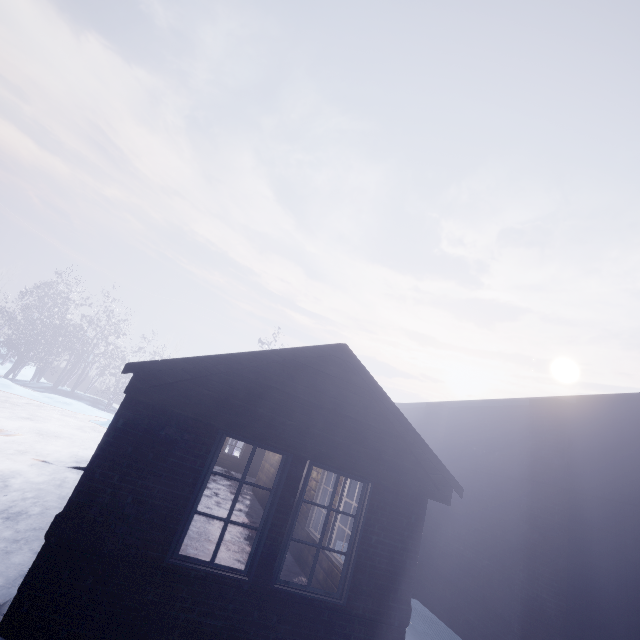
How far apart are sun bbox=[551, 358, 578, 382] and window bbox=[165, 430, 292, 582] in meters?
66.8 m

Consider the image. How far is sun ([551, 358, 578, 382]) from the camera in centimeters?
5531cm

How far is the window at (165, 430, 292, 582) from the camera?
3.2 meters

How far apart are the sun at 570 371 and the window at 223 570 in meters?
66.8 m

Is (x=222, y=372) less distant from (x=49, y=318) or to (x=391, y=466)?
(x=391, y=466)

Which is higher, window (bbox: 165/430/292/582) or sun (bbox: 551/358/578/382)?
sun (bbox: 551/358/578/382)

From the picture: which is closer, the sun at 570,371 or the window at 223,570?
the window at 223,570

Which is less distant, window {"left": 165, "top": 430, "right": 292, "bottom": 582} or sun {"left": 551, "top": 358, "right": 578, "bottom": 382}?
window {"left": 165, "top": 430, "right": 292, "bottom": 582}
